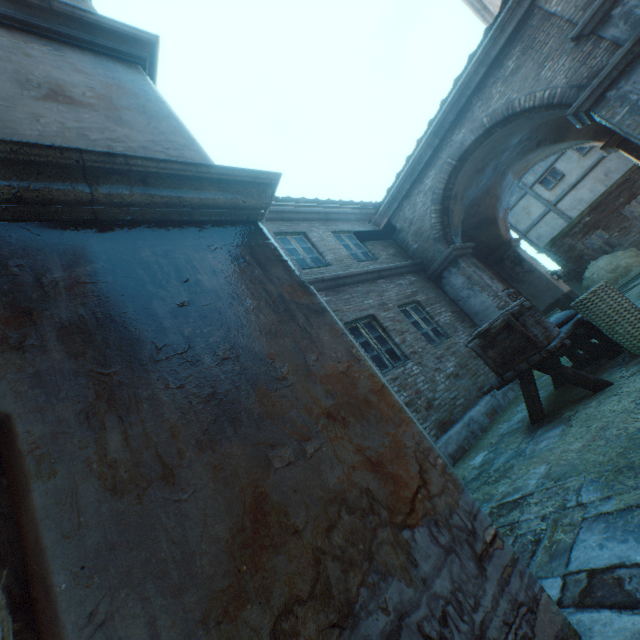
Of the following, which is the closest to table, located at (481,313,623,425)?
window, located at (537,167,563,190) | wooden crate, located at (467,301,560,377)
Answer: wooden crate, located at (467,301,560,377)

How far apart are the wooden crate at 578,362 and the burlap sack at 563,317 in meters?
0.1

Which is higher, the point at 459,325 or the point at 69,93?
the point at 69,93

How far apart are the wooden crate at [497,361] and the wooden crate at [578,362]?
1.48m

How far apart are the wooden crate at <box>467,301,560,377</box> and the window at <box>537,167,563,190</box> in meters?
17.7 m

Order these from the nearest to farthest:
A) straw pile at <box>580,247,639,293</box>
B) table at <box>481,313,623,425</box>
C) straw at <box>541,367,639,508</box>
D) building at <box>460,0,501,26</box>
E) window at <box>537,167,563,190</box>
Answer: straw at <box>541,367,639,508</box>, table at <box>481,313,623,425</box>, building at <box>460,0,501,26</box>, straw pile at <box>580,247,639,293</box>, window at <box>537,167,563,190</box>

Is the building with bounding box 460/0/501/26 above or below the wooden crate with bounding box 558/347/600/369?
above

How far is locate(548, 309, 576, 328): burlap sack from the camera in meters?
5.0
